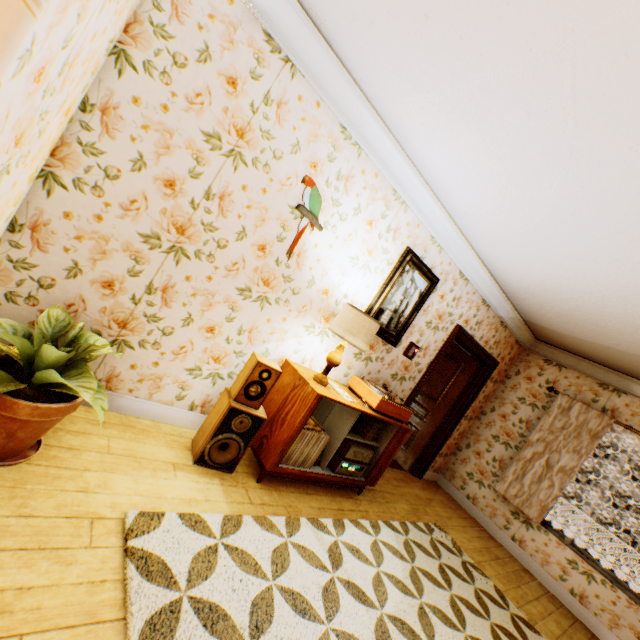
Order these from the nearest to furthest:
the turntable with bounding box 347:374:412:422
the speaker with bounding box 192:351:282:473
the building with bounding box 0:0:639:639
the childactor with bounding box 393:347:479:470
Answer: the building with bounding box 0:0:639:639 → the speaker with bounding box 192:351:282:473 → the turntable with bounding box 347:374:412:422 → the childactor with bounding box 393:347:479:470

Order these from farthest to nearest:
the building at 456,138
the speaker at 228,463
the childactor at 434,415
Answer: the childactor at 434,415, the speaker at 228,463, the building at 456,138

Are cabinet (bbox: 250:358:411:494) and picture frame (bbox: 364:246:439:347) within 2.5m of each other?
yes

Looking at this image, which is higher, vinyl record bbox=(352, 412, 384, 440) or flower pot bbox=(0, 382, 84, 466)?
vinyl record bbox=(352, 412, 384, 440)

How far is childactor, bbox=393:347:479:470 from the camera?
5.54m

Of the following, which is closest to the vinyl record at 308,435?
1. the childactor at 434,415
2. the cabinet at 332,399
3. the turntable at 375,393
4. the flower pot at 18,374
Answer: the cabinet at 332,399

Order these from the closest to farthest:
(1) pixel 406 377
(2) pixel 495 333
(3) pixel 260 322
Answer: (3) pixel 260 322 → (1) pixel 406 377 → (2) pixel 495 333

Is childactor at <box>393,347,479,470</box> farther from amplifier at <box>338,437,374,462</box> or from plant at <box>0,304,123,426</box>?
plant at <box>0,304,123,426</box>
